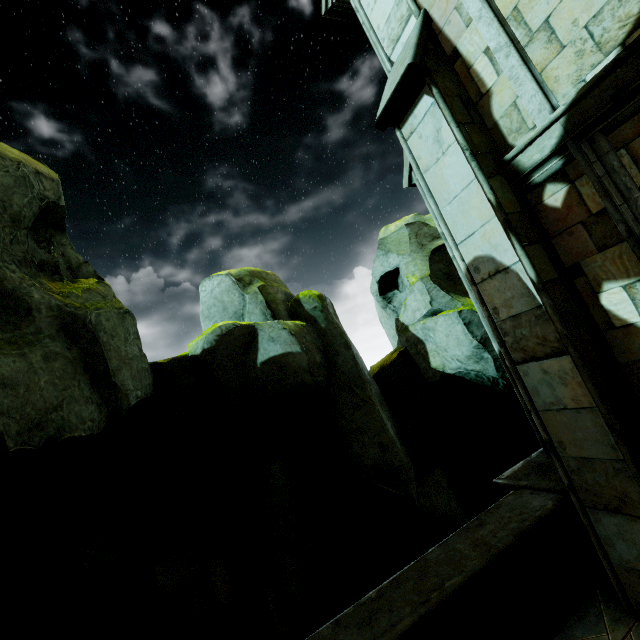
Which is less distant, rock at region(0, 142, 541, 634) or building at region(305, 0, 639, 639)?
building at region(305, 0, 639, 639)

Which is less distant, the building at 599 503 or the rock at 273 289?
the building at 599 503

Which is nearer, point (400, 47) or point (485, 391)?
point (400, 47)
